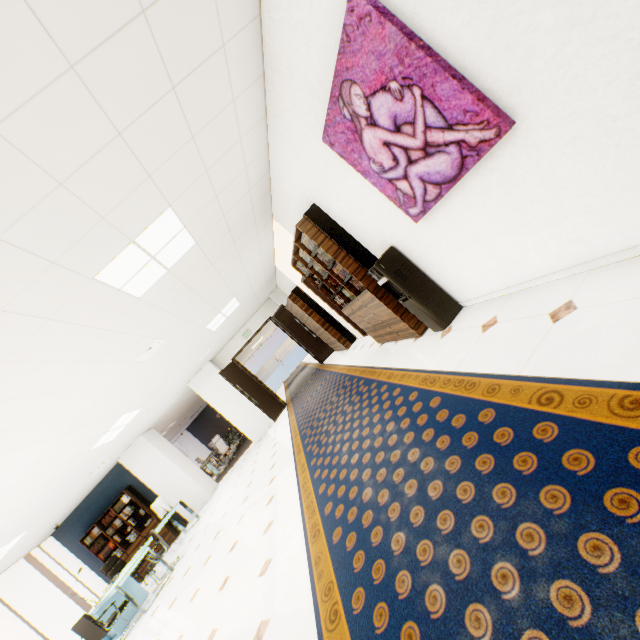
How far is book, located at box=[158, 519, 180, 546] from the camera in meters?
9.8

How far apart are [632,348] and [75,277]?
3.83m

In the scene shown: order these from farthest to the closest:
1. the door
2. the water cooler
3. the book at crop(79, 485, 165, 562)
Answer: the door
the book at crop(79, 485, 165, 562)
the water cooler

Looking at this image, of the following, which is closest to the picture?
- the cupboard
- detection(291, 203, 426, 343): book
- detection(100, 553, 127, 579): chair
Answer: detection(291, 203, 426, 343): book

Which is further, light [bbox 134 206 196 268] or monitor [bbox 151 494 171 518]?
monitor [bbox 151 494 171 518]

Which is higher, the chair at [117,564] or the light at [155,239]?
the light at [155,239]

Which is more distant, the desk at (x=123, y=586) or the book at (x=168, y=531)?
the book at (x=168, y=531)

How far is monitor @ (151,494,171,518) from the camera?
8.5 meters
